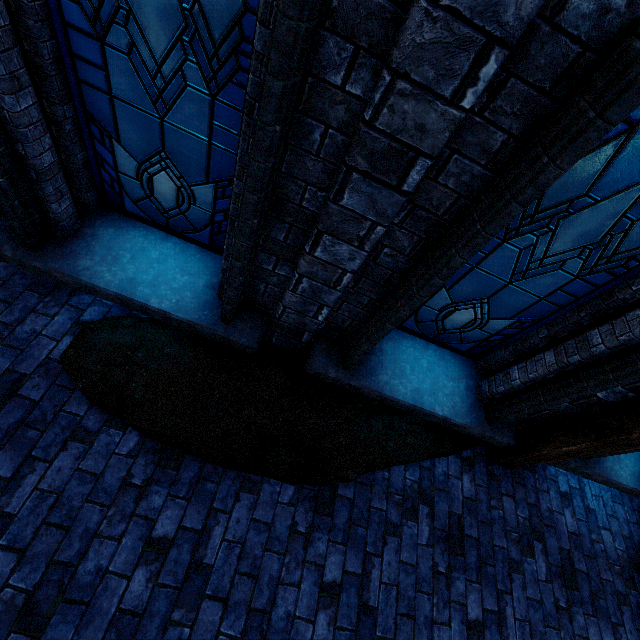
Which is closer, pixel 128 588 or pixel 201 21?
pixel 201 21

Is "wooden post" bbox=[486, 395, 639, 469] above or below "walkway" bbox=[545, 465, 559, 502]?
above

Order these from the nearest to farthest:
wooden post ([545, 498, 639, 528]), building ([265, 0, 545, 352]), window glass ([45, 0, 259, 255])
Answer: building ([265, 0, 545, 352]), window glass ([45, 0, 259, 255]), wooden post ([545, 498, 639, 528])

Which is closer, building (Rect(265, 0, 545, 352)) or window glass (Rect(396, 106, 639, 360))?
building (Rect(265, 0, 545, 352))

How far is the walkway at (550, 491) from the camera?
4.0 meters

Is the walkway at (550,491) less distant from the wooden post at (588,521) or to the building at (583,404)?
the wooden post at (588,521)

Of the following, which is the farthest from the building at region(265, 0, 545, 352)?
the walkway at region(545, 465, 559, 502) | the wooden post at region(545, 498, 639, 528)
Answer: the walkway at region(545, 465, 559, 502)

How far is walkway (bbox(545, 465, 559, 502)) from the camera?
4.02m
